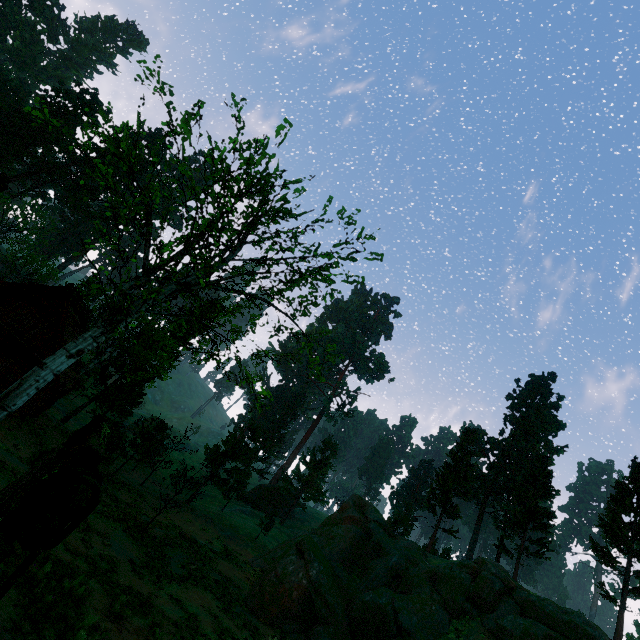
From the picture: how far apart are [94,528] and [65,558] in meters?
6.1

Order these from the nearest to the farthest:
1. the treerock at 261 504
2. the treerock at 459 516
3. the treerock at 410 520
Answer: the treerock at 459 516, the treerock at 261 504, the treerock at 410 520

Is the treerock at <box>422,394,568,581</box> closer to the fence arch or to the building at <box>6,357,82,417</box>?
the building at <box>6,357,82,417</box>

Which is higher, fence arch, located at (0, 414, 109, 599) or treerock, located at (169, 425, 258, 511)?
treerock, located at (169, 425, 258, 511)

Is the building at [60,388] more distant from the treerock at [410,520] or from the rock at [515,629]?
the rock at [515,629]

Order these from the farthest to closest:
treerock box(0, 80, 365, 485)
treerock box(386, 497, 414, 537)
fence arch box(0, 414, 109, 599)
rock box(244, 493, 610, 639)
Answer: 1. treerock box(386, 497, 414, 537)
2. rock box(244, 493, 610, 639)
3. treerock box(0, 80, 365, 485)
4. fence arch box(0, 414, 109, 599)

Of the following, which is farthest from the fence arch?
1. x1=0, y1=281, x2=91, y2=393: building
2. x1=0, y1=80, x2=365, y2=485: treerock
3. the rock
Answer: the rock

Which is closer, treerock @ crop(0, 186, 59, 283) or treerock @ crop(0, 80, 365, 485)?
treerock @ crop(0, 80, 365, 485)
